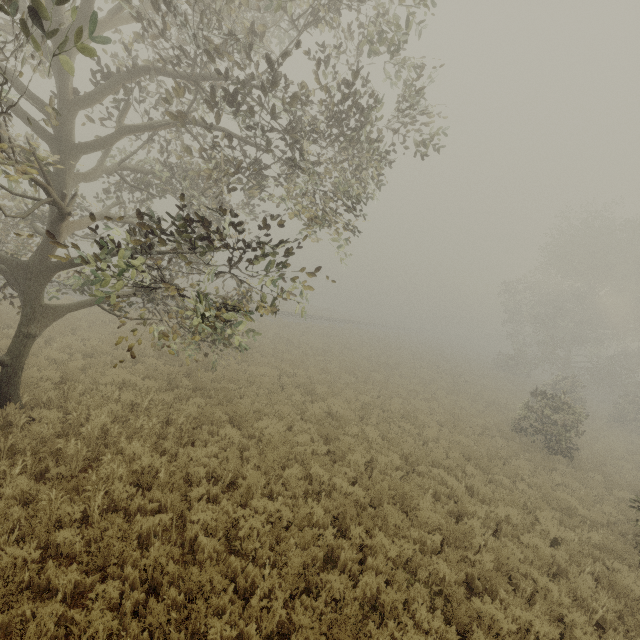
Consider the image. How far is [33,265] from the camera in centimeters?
720cm
